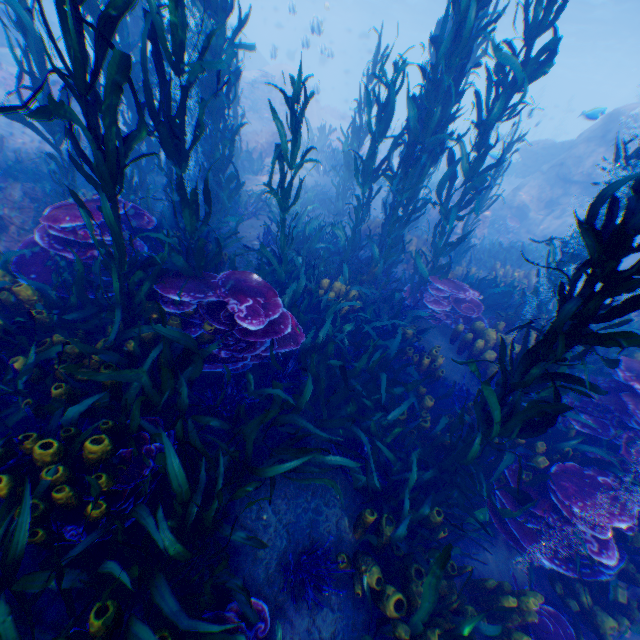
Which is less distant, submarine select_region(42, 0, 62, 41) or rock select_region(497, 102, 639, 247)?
rock select_region(497, 102, 639, 247)

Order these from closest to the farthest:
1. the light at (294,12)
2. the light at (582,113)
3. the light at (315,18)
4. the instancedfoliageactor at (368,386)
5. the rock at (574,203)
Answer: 1. the instancedfoliageactor at (368,386)
2. the light at (582,113)
3. the light at (315,18)
4. the rock at (574,203)
5. the light at (294,12)

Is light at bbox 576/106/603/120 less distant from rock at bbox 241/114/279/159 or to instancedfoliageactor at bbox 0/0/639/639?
rock at bbox 241/114/279/159

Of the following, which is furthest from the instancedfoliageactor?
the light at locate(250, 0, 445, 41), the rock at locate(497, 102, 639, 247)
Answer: the light at locate(250, 0, 445, 41)

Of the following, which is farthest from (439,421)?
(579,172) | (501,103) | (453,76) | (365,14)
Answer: (365,14)

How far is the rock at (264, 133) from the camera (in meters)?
12.05

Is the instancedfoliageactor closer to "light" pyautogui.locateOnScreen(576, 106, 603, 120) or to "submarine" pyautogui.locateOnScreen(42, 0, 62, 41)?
"submarine" pyautogui.locateOnScreen(42, 0, 62, 41)
